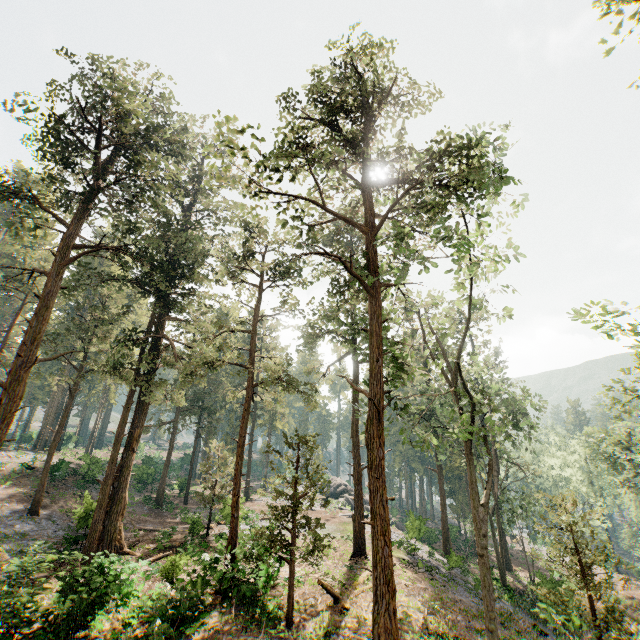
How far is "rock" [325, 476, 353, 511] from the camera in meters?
43.8

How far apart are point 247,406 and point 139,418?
9.43m

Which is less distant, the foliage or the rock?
the foliage

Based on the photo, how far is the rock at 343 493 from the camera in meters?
43.8 m

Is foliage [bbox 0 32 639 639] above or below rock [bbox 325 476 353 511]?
above

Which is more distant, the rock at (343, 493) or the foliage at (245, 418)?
the rock at (343, 493)
